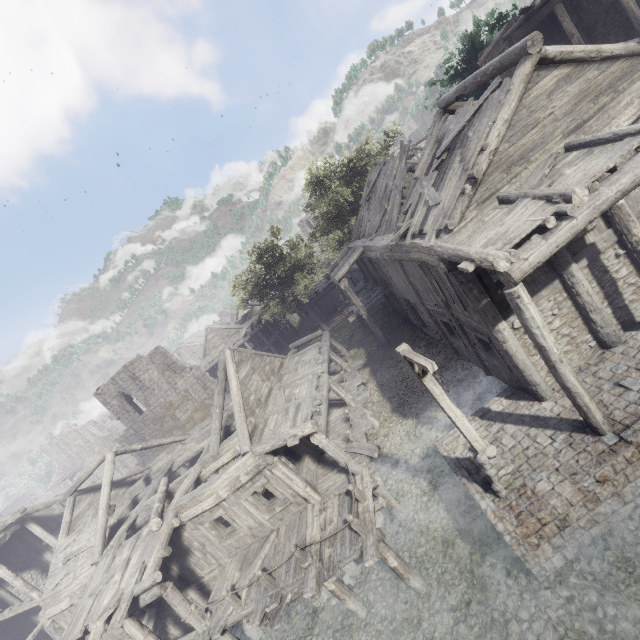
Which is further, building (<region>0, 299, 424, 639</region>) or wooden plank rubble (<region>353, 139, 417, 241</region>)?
wooden plank rubble (<region>353, 139, 417, 241</region>)

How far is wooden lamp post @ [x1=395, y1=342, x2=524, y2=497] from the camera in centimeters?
728cm

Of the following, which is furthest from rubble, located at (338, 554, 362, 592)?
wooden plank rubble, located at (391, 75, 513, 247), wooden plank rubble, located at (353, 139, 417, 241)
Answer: wooden plank rubble, located at (353, 139, 417, 241)

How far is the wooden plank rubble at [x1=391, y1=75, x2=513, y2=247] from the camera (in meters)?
8.82

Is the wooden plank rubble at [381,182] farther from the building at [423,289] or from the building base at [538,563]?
the building base at [538,563]

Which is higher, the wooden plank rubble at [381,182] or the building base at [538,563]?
the wooden plank rubble at [381,182]

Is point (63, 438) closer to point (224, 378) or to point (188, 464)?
point (188, 464)
